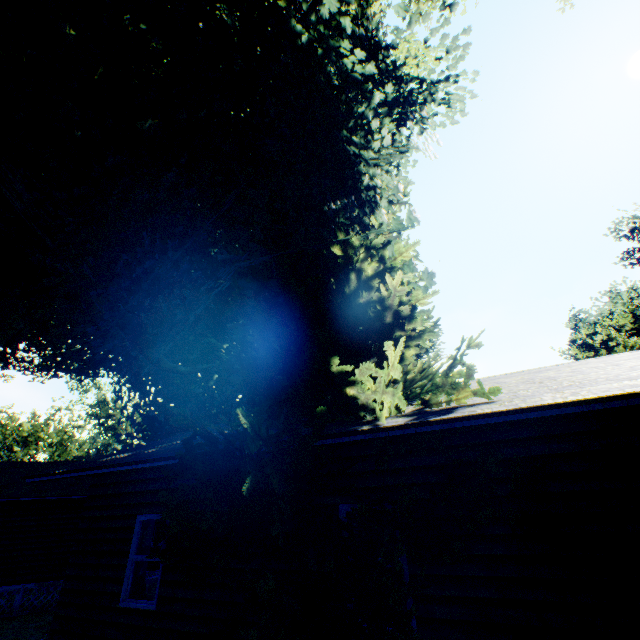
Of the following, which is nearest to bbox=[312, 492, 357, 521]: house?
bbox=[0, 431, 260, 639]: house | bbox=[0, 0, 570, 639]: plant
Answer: bbox=[0, 0, 570, 639]: plant

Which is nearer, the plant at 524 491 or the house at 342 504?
the plant at 524 491

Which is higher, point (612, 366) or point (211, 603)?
point (612, 366)

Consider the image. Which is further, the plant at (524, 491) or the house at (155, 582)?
the house at (155, 582)

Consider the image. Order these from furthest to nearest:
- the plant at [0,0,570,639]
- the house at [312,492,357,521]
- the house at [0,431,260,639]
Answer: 1. the house at [0,431,260,639]
2. the house at [312,492,357,521]
3. the plant at [0,0,570,639]

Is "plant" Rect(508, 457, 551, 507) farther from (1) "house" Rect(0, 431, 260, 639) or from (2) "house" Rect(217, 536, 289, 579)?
(1) "house" Rect(0, 431, 260, 639)
